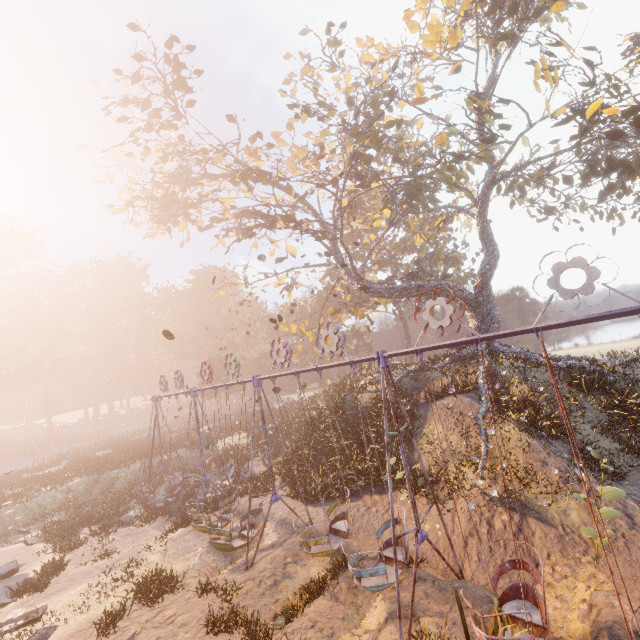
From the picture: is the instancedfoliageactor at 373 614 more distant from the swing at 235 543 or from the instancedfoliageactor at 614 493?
the instancedfoliageactor at 614 493

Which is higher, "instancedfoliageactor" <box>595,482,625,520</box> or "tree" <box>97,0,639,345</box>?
"tree" <box>97,0,639,345</box>

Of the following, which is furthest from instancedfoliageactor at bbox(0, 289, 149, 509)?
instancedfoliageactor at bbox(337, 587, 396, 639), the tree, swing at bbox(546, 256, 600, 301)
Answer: instancedfoliageactor at bbox(337, 587, 396, 639)

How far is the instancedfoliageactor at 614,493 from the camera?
7.8 meters

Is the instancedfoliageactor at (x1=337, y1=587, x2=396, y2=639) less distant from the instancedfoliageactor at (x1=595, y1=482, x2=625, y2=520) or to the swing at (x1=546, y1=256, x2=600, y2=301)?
the swing at (x1=546, y1=256, x2=600, y2=301)

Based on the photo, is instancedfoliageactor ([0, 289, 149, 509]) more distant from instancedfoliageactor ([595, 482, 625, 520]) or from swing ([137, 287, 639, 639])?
instancedfoliageactor ([595, 482, 625, 520])

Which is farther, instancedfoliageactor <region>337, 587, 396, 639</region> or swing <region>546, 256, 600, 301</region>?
instancedfoliageactor <region>337, 587, 396, 639</region>

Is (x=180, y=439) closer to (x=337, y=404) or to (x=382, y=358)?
(x=337, y=404)
